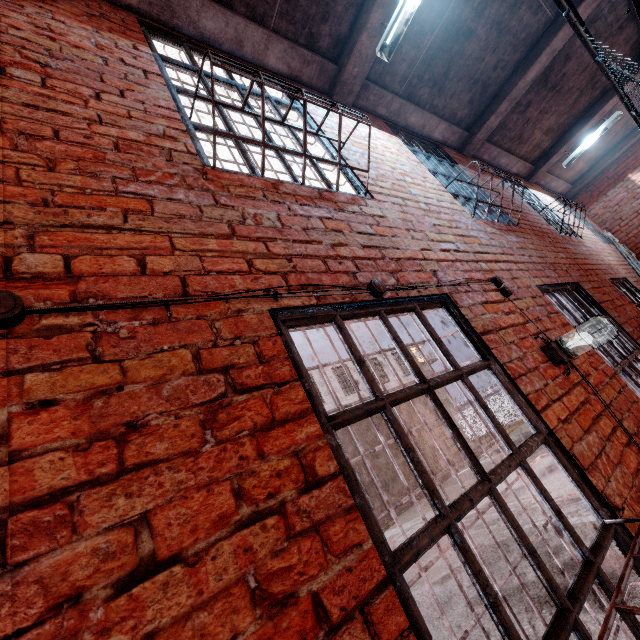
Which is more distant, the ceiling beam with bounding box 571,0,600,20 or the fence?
the fence

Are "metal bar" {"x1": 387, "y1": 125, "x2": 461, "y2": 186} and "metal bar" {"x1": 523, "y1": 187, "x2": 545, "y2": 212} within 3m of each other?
yes

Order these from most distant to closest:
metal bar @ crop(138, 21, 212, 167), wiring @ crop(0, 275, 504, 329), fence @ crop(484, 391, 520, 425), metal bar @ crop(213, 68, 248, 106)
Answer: fence @ crop(484, 391, 520, 425), metal bar @ crop(213, 68, 248, 106), metal bar @ crop(138, 21, 212, 167), wiring @ crop(0, 275, 504, 329)

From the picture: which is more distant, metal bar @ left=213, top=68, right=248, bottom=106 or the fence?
the fence

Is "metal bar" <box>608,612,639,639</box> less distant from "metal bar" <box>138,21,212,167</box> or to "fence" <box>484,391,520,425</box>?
"metal bar" <box>138,21,212,167</box>

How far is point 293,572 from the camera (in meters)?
0.84

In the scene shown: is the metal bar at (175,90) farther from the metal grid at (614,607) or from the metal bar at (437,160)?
the metal grid at (614,607)

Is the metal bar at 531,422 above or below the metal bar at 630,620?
above
